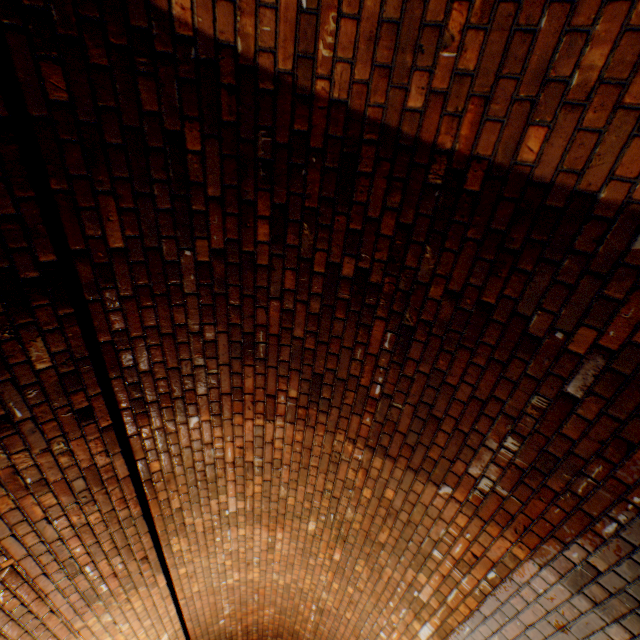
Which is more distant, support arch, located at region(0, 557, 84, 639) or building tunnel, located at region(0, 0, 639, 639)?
support arch, located at region(0, 557, 84, 639)

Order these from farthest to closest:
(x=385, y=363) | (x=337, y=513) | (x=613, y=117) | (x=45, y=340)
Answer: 1. (x=337, y=513)
2. (x=385, y=363)
3. (x=45, y=340)
4. (x=613, y=117)

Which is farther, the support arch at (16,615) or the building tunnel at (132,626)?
the support arch at (16,615)
